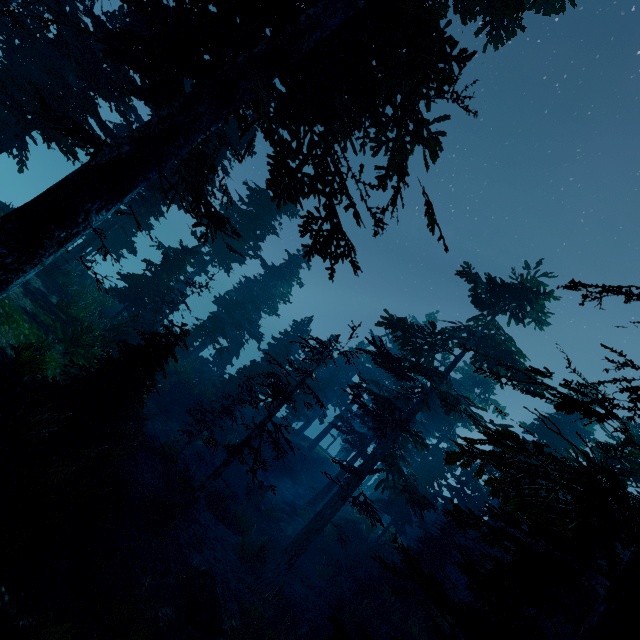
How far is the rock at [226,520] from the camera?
17.16m

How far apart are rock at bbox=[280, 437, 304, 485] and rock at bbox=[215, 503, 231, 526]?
14.23m

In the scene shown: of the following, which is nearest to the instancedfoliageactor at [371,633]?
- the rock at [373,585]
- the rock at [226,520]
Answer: the rock at [373,585]

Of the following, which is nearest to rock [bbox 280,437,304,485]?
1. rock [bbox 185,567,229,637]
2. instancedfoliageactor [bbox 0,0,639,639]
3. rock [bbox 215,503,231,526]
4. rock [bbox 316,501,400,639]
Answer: instancedfoliageactor [bbox 0,0,639,639]

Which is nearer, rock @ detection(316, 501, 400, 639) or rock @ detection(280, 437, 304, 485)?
rock @ detection(316, 501, 400, 639)

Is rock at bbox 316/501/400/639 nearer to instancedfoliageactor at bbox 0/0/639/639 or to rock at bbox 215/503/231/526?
instancedfoliageactor at bbox 0/0/639/639

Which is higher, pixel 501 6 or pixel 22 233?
pixel 501 6

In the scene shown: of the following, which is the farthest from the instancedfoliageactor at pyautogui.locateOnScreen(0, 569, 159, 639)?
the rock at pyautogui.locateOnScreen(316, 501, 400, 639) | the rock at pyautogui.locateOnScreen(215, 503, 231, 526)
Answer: the rock at pyautogui.locateOnScreen(215, 503, 231, 526)
